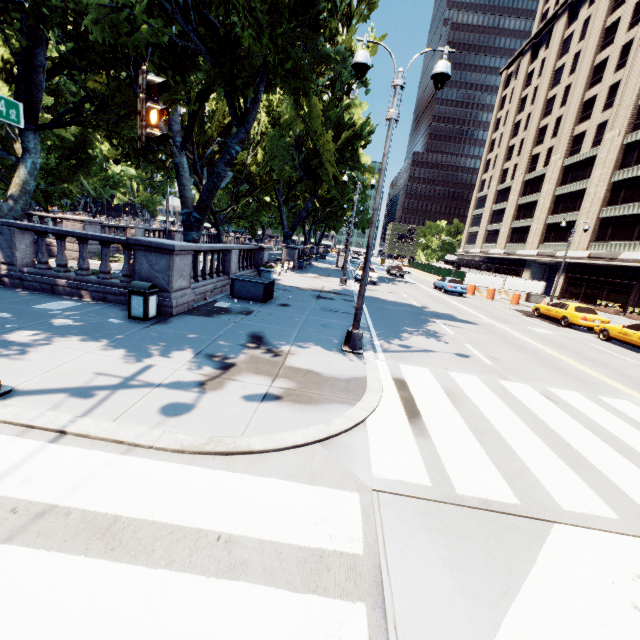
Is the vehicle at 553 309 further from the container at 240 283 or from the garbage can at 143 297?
the garbage can at 143 297

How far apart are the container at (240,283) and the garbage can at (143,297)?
A: 4.33m

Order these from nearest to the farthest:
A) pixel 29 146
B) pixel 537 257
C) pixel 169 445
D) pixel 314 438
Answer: pixel 169 445 < pixel 314 438 < pixel 29 146 < pixel 537 257

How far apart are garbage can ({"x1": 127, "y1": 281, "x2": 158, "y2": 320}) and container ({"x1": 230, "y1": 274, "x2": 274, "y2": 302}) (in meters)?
4.33

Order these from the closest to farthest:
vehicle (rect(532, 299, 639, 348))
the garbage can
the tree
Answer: the garbage can
the tree
vehicle (rect(532, 299, 639, 348))

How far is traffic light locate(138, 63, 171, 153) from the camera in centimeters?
385cm

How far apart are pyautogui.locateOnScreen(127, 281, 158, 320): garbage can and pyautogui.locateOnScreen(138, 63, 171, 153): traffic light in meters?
5.0

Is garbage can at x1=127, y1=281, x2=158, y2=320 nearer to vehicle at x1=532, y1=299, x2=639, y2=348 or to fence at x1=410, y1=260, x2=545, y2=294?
vehicle at x1=532, y1=299, x2=639, y2=348
